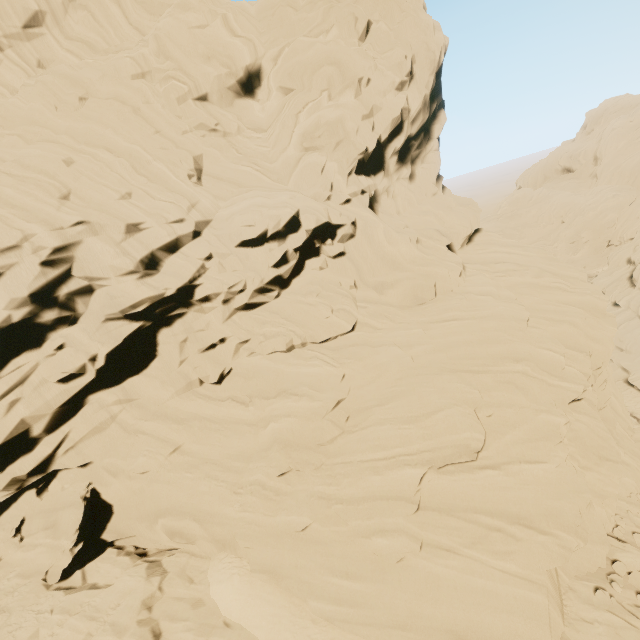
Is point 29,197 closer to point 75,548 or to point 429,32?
point 75,548
